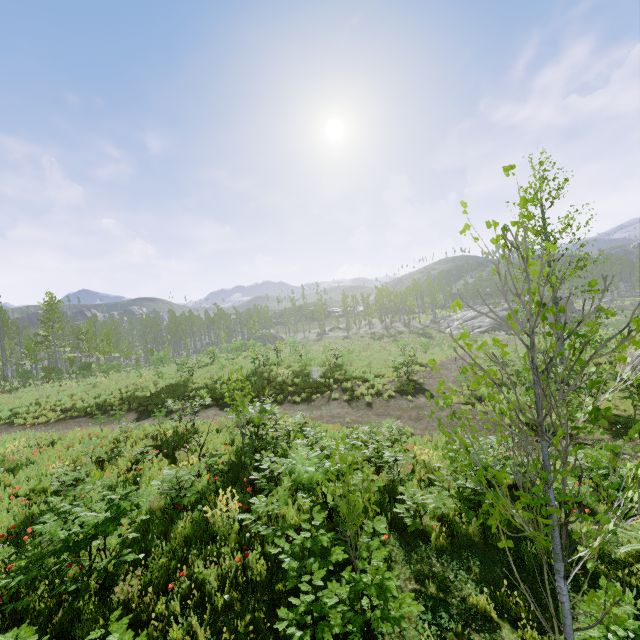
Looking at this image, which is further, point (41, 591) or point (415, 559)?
point (415, 559)
